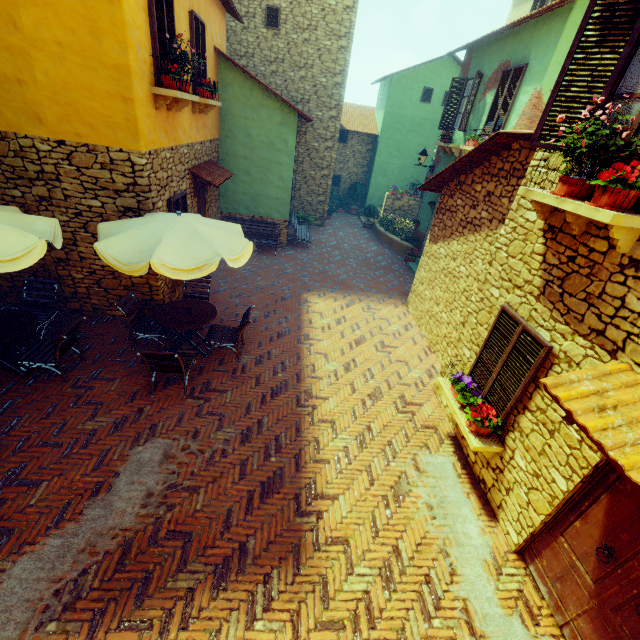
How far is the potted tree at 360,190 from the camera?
18.98m

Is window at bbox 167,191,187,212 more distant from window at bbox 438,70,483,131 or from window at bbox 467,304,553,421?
window at bbox 467,304,553,421

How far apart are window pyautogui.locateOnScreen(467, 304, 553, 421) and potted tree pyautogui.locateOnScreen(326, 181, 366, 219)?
16.90m

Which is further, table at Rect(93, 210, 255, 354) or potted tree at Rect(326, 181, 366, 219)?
potted tree at Rect(326, 181, 366, 219)

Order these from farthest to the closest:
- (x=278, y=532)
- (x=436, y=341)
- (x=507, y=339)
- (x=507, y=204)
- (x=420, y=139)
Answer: (x=420, y=139) < (x=436, y=341) < (x=507, y=204) < (x=507, y=339) < (x=278, y=532)

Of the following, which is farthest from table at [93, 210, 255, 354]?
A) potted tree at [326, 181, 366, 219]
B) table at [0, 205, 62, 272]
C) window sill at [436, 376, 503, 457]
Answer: potted tree at [326, 181, 366, 219]

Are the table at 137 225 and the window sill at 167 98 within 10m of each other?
yes

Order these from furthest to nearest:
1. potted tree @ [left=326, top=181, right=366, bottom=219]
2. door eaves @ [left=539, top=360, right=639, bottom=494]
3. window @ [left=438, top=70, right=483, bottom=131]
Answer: potted tree @ [left=326, top=181, right=366, bottom=219]
window @ [left=438, top=70, right=483, bottom=131]
door eaves @ [left=539, top=360, right=639, bottom=494]
